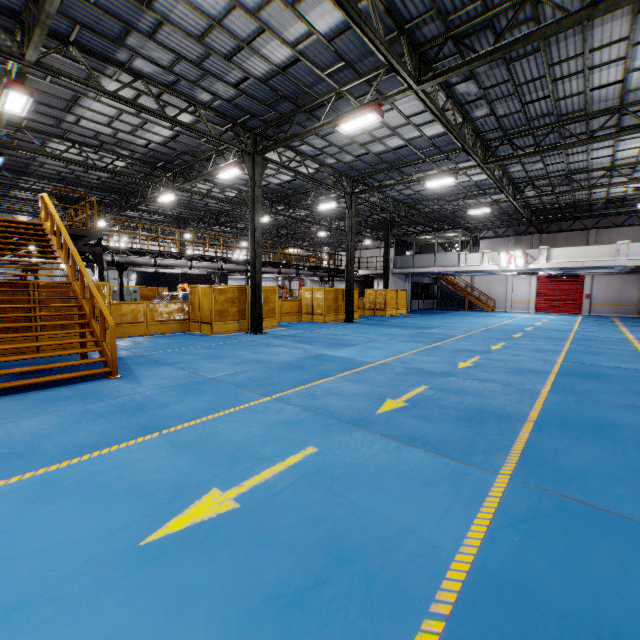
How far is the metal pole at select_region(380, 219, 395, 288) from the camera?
26.8m

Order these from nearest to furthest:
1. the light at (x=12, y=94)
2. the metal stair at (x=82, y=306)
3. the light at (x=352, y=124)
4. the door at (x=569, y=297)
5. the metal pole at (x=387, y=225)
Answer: the metal stair at (x=82, y=306) → the light at (x=12, y=94) → the light at (x=352, y=124) → the metal pole at (x=387, y=225) → the door at (x=569, y=297)

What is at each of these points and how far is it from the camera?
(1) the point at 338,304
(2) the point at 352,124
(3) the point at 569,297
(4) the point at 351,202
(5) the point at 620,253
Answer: (1) metal panel, 21.7m
(2) light, 10.9m
(3) door, 31.5m
(4) metal pole, 19.9m
(5) cement column, 20.3m

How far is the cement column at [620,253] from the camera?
20.17m

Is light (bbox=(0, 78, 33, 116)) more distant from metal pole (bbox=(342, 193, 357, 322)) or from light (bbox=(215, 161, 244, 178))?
metal pole (bbox=(342, 193, 357, 322))

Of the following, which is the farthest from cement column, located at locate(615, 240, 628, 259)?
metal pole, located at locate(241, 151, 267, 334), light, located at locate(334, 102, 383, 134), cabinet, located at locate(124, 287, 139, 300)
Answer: cabinet, located at locate(124, 287, 139, 300)

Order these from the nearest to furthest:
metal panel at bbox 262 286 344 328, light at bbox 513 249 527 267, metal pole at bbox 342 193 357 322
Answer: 1. metal panel at bbox 262 286 344 328
2. metal pole at bbox 342 193 357 322
3. light at bbox 513 249 527 267

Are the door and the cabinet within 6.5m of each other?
no
